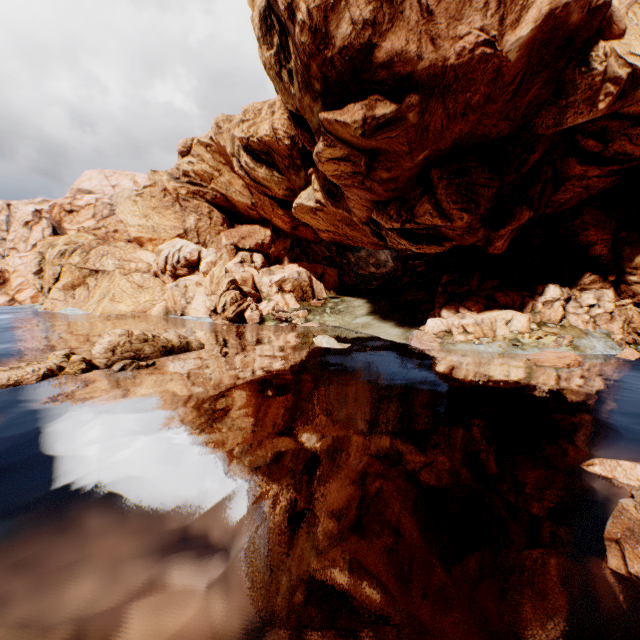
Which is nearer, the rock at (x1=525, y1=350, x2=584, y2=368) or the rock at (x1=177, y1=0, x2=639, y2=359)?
the rock at (x1=177, y1=0, x2=639, y2=359)

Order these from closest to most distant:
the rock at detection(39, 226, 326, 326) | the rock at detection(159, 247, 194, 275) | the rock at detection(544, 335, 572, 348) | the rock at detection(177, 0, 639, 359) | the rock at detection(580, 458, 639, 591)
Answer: the rock at detection(580, 458, 639, 591) → the rock at detection(177, 0, 639, 359) → the rock at detection(544, 335, 572, 348) → the rock at detection(39, 226, 326, 326) → the rock at detection(159, 247, 194, 275)

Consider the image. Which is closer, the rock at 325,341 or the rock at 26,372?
the rock at 26,372

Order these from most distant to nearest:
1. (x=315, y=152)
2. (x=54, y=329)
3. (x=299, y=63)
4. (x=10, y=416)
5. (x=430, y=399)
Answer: (x=54, y=329) < (x=315, y=152) < (x=299, y=63) < (x=430, y=399) < (x=10, y=416)

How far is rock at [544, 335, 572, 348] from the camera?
31.9 meters

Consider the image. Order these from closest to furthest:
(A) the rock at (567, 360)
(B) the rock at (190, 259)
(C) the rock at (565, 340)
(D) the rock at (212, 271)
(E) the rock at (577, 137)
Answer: (E) the rock at (577, 137), (A) the rock at (567, 360), (C) the rock at (565, 340), (D) the rock at (212, 271), (B) the rock at (190, 259)
